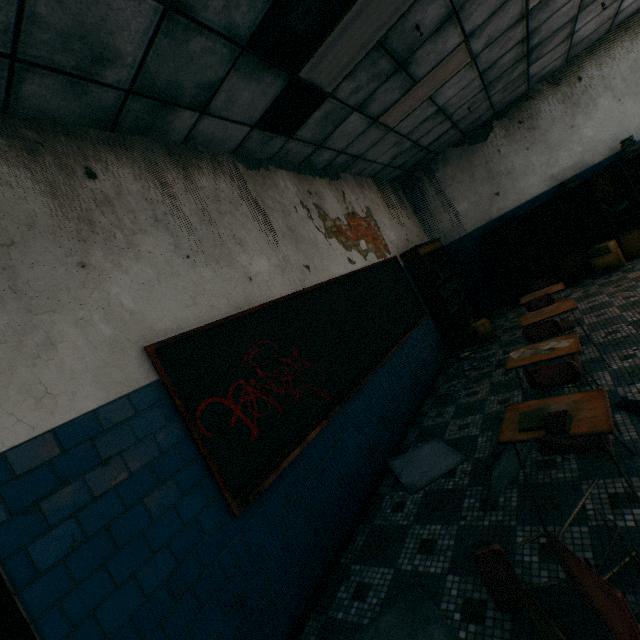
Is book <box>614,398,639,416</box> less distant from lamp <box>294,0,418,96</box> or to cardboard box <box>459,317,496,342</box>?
cardboard box <box>459,317,496,342</box>

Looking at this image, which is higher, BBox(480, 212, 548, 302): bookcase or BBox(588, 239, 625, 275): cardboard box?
BBox(480, 212, 548, 302): bookcase

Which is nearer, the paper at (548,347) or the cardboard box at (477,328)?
the paper at (548,347)

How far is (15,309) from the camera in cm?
176

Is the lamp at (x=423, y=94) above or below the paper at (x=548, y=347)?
above

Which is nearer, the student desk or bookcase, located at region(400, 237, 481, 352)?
the student desk

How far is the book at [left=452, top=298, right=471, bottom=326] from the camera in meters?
6.4 m

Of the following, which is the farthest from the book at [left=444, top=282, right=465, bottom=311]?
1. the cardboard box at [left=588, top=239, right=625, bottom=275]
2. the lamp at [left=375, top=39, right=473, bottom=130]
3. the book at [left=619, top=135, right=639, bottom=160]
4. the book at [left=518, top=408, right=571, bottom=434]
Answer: the book at [left=518, top=408, right=571, bottom=434]
